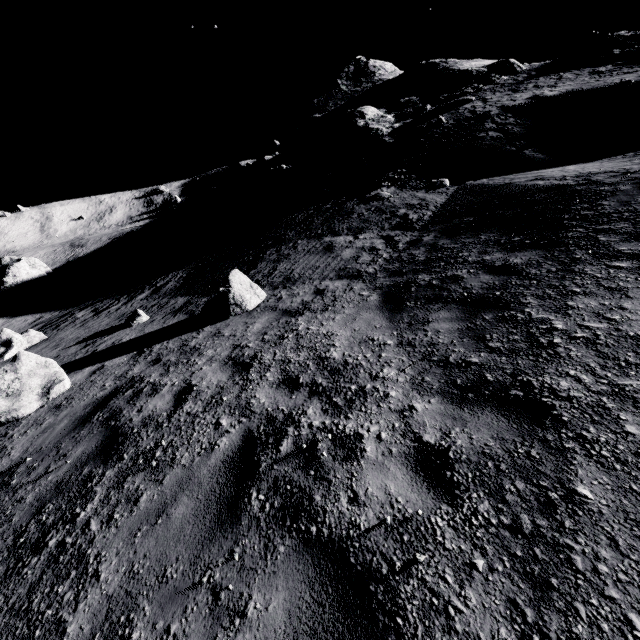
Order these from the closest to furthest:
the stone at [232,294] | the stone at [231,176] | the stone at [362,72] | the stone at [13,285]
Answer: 1. the stone at [232,294]
2. the stone at [362,72]
3. the stone at [13,285]
4. the stone at [231,176]

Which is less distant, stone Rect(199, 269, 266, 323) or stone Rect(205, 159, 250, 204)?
stone Rect(199, 269, 266, 323)

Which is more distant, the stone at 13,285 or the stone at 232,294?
the stone at 13,285

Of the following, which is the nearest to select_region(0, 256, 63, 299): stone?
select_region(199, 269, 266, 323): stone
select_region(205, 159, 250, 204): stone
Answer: select_region(205, 159, 250, 204): stone

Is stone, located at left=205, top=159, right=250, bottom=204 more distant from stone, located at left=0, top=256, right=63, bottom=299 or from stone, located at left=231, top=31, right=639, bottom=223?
stone, located at left=0, top=256, right=63, bottom=299

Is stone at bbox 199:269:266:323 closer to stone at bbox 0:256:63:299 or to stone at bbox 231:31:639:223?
stone at bbox 231:31:639:223

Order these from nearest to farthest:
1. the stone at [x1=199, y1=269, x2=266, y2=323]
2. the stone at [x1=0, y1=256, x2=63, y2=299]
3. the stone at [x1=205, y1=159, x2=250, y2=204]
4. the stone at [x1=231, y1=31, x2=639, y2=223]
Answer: the stone at [x1=199, y1=269, x2=266, y2=323] → the stone at [x1=231, y1=31, x2=639, y2=223] → the stone at [x1=0, y1=256, x2=63, y2=299] → the stone at [x1=205, y1=159, x2=250, y2=204]

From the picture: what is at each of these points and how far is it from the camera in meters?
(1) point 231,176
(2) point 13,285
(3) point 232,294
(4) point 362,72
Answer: (1) stone, 40.8 m
(2) stone, 28.6 m
(3) stone, 8.5 m
(4) stone, 42.4 m
